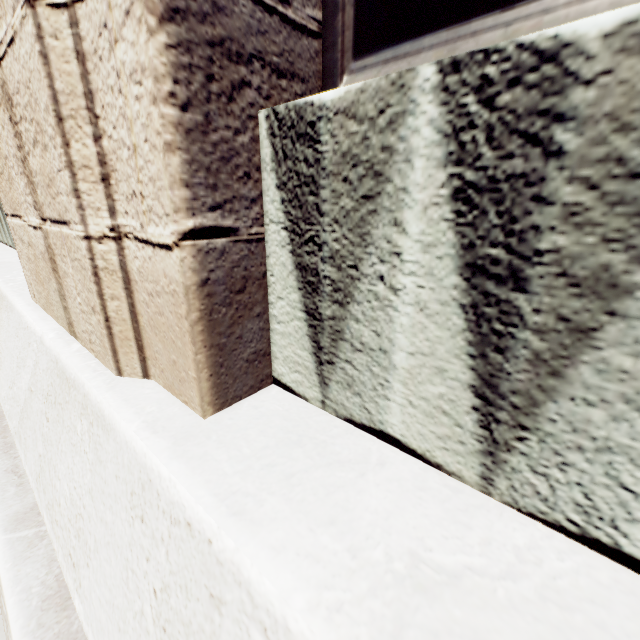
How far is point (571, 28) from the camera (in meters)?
0.55
